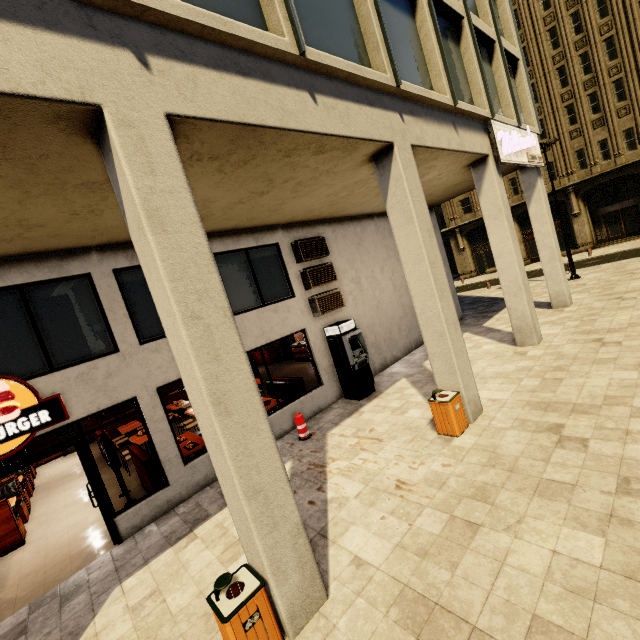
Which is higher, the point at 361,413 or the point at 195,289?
the point at 195,289

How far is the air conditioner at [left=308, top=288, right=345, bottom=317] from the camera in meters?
10.2 m

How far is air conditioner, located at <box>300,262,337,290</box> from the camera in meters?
10.2 m

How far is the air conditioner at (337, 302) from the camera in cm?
1023

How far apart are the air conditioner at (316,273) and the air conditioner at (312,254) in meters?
0.2 m

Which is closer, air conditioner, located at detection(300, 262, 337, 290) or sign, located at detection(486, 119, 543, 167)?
sign, located at detection(486, 119, 543, 167)

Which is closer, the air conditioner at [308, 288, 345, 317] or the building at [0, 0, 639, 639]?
the building at [0, 0, 639, 639]

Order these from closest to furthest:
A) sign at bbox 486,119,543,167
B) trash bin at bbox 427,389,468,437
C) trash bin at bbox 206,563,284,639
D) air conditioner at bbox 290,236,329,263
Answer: trash bin at bbox 206,563,284,639
trash bin at bbox 427,389,468,437
sign at bbox 486,119,543,167
air conditioner at bbox 290,236,329,263
